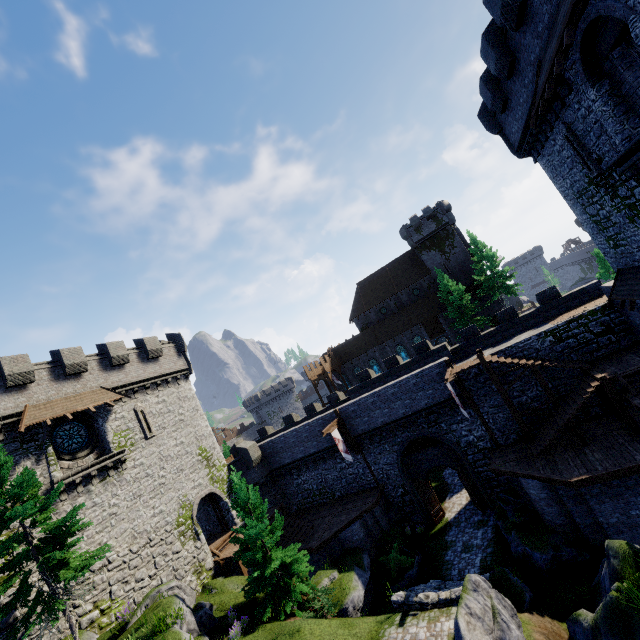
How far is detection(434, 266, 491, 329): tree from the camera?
41.2 meters

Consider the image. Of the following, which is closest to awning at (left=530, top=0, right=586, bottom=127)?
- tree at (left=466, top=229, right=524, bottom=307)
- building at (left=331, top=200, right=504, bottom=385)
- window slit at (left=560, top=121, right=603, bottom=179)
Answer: window slit at (left=560, top=121, right=603, bottom=179)

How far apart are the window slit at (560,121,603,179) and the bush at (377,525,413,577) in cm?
2259

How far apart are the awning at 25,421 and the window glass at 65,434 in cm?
132

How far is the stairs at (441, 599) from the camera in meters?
14.4

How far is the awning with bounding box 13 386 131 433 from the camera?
18.2 meters

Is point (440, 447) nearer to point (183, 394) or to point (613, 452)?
point (613, 452)

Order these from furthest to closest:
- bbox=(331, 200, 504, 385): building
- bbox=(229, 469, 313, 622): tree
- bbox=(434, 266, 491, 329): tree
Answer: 1. bbox=(331, 200, 504, 385): building
2. bbox=(434, 266, 491, 329): tree
3. bbox=(229, 469, 313, 622): tree
